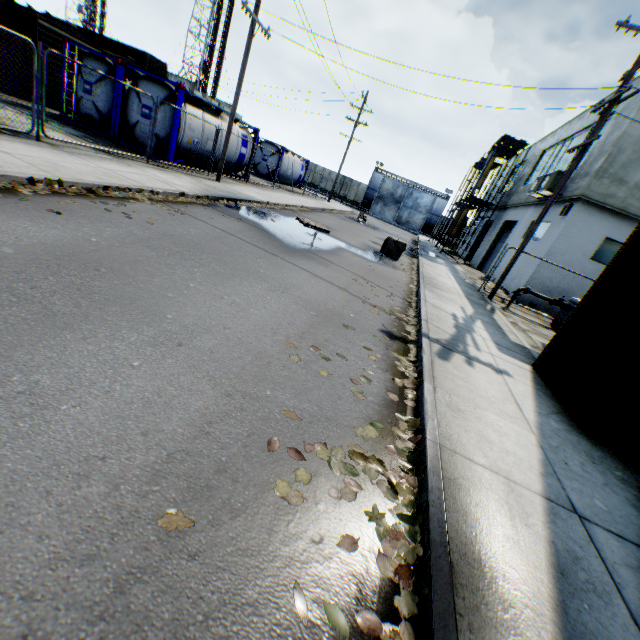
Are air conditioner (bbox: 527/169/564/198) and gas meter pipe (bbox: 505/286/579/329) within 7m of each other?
yes

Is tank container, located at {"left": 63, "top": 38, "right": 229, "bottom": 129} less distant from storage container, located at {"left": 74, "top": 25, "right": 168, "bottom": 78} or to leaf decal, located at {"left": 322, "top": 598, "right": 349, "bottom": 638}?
storage container, located at {"left": 74, "top": 25, "right": 168, "bottom": 78}

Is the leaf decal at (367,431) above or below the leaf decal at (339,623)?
above

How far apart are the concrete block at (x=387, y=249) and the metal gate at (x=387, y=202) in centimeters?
3538cm

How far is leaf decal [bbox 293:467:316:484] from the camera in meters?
2.4 m

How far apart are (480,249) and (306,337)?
26.51m

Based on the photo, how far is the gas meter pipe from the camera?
12.3 meters

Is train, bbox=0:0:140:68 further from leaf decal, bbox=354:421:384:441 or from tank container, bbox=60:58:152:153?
leaf decal, bbox=354:421:384:441
